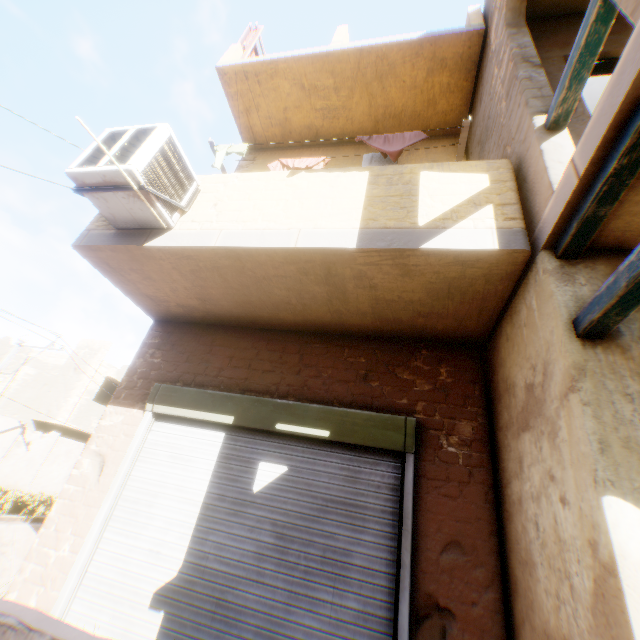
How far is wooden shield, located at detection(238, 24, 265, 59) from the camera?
6.87m

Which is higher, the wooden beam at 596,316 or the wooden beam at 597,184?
the wooden beam at 597,184

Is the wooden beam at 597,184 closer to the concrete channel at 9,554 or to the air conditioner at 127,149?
the air conditioner at 127,149

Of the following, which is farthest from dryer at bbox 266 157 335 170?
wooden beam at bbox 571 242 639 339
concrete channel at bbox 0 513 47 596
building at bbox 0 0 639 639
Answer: concrete channel at bbox 0 513 47 596

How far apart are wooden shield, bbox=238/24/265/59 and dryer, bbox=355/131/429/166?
2.2 meters

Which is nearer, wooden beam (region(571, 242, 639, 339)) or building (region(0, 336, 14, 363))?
wooden beam (region(571, 242, 639, 339))

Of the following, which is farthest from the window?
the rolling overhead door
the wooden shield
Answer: the wooden shield

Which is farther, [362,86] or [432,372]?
[362,86]
